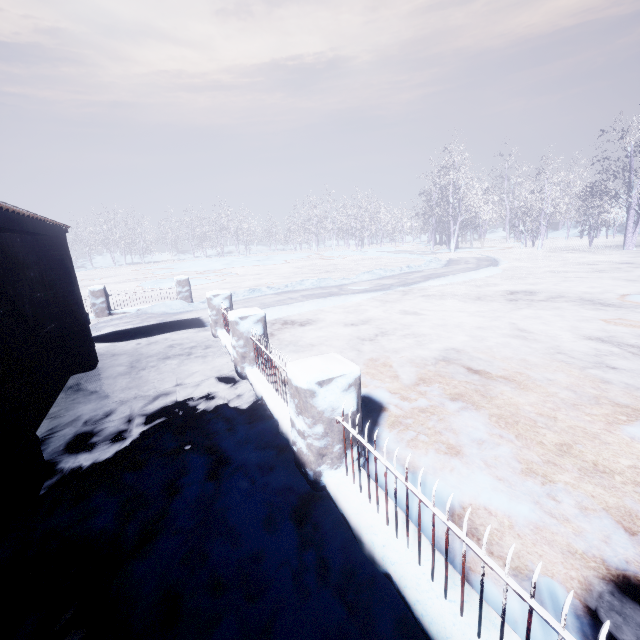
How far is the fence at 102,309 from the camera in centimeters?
950cm

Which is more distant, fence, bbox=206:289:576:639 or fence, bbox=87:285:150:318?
fence, bbox=87:285:150:318

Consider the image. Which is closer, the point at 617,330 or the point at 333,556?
the point at 333,556

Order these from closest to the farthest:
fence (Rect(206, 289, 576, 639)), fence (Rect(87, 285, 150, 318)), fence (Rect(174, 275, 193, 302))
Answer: fence (Rect(206, 289, 576, 639)) → fence (Rect(87, 285, 150, 318)) → fence (Rect(174, 275, 193, 302))

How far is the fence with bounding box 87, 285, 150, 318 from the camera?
9.50m

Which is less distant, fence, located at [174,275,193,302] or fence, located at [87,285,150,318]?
fence, located at [87,285,150,318]
